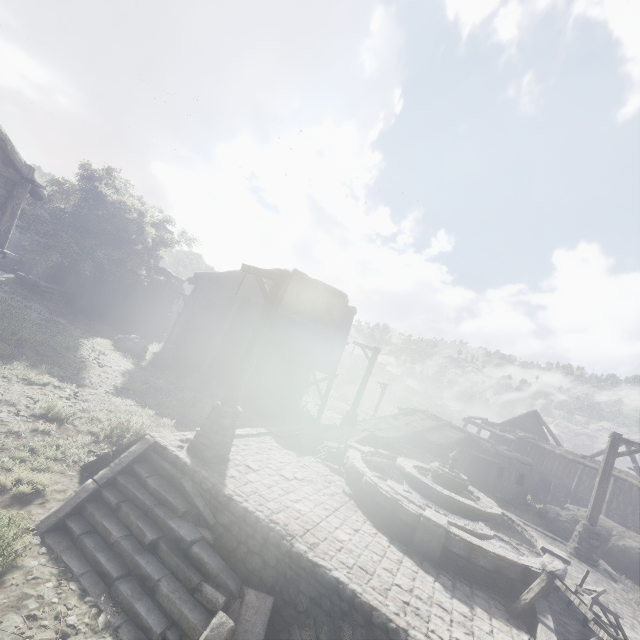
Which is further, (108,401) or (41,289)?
(41,289)

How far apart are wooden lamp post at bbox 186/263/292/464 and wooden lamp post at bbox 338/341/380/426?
9.08m

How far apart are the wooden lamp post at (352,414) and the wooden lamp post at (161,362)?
11.4m

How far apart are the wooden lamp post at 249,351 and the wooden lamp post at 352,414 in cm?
908

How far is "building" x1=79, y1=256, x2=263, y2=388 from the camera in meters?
23.7

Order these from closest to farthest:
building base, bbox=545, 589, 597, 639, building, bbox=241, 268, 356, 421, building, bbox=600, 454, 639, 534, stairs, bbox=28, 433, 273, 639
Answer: stairs, bbox=28, 433, 273, 639, building base, bbox=545, 589, 597, 639, building, bbox=241, 268, 356, 421, building, bbox=600, 454, 639, 534

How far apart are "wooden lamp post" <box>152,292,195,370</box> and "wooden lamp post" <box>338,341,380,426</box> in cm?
1135

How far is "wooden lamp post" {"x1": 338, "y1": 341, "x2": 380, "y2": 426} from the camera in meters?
16.3
